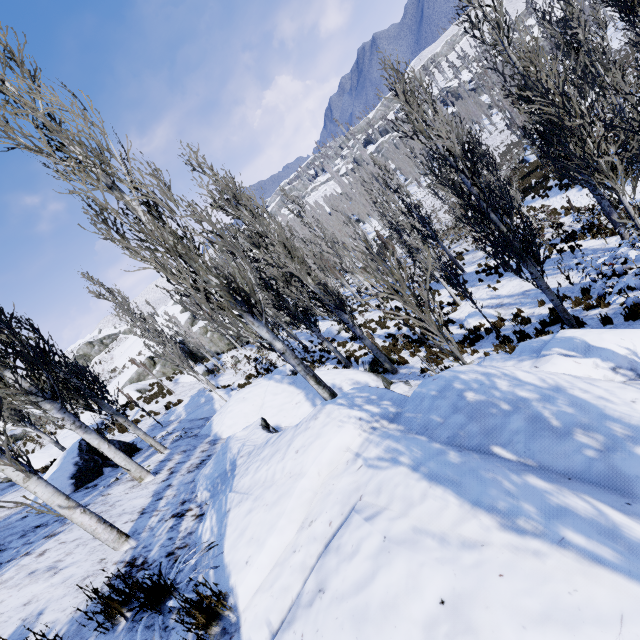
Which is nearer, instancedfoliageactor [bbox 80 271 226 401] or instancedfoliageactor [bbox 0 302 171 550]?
instancedfoliageactor [bbox 0 302 171 550]

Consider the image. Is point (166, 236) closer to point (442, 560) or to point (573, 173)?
point (442, 560)

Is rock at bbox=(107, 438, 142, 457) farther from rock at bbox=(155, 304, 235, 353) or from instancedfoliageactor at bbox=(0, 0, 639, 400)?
rock at bbox=(155, 304, 235, 353)

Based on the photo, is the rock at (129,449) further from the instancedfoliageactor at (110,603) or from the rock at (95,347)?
the rock at (95,347)

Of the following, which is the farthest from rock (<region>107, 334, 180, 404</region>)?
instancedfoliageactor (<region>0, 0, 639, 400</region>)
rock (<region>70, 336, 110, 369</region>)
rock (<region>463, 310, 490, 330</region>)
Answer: rock (<region>463, 310, 490, 330</region>)

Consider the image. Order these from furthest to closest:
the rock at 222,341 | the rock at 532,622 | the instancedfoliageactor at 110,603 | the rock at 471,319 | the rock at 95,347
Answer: the rock at 95,347 → the rock at 222,341 → the rock at 471,319 → the instancedfoliageactor at 110,603 → the rock at 532,622

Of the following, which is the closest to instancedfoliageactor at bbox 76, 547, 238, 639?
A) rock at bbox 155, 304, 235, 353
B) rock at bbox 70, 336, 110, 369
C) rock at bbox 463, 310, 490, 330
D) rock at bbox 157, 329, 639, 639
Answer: rock at bbox 157, 329, 639, 639

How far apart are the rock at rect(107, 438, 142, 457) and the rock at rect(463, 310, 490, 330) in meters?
13.2
